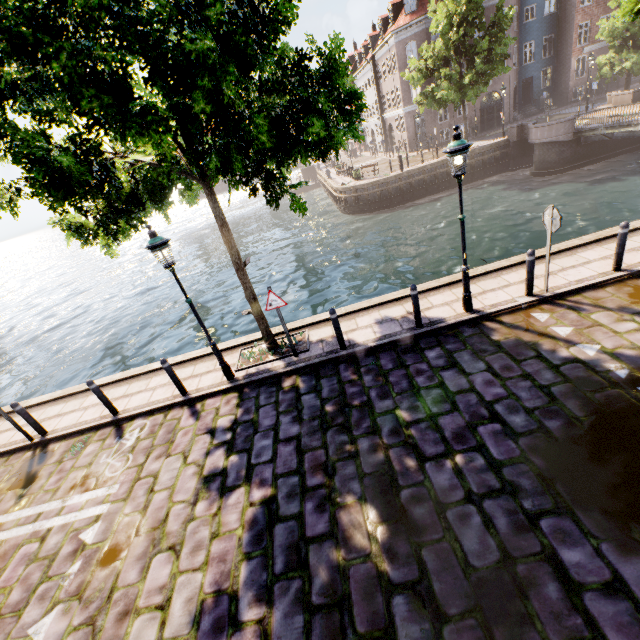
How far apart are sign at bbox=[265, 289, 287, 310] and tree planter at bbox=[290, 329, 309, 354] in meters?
1.4

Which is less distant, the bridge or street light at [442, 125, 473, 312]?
street light at [442, 125, 473, 312]

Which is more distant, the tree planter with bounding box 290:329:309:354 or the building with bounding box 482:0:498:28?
the building with bounding box 482:0:498:28

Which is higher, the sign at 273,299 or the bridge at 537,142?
the sign at 273,299

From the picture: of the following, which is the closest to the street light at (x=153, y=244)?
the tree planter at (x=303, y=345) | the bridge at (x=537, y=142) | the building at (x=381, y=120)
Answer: the tree planter at (x=303, y=345)

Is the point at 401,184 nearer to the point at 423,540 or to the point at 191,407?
the point at 191,407

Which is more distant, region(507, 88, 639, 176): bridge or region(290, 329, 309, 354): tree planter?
region(507, 88, 639, 176): bridge

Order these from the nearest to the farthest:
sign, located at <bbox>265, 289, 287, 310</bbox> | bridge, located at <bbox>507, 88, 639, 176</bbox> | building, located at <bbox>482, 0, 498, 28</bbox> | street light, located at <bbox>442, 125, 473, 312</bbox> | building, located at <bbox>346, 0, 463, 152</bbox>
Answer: street light, located at <bbox>442, 125, 473, 312</bbox>, sign, located at <bbox>265, 289, 287, 310</bbox>, bridge, located at <bbox>507, 88, 639, 176</bbox>, building, located at <bbox>482, 0, 498, 28</bbox>, building, located at <bbox>346, 0, 463, 152</bbox>
